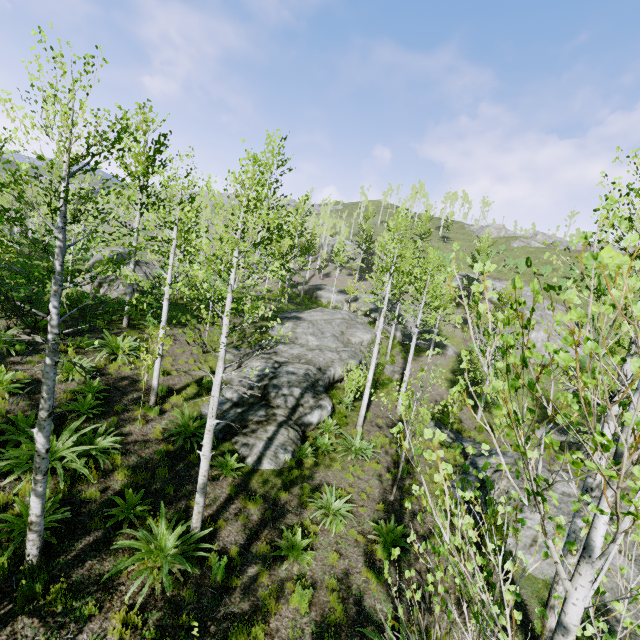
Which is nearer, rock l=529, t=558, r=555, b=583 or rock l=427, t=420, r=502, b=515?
rock l=529, t=558, r=555, b=583

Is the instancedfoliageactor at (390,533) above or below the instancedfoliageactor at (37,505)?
below

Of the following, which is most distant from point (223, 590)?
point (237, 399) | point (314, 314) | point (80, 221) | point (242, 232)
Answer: point (242, 232)

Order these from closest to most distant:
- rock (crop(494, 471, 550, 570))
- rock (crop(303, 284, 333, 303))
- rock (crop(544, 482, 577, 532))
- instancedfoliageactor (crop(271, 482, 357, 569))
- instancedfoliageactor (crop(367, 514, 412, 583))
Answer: instancedfoliageactor (crop(367, 514, 412, 583))
instancedfoliageactor (crop(271, 482, 357, 569))
rock (crop(494, 471, 550, 570))
rock (crop(544, 482, 577, 532))
rock (crop(303, 284, 333, 303))

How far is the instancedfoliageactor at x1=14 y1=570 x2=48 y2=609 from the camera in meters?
5.1 m

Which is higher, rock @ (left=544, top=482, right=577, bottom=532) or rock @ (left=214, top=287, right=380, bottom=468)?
rock @ (left=214, top=287, right=380, bottom=468)

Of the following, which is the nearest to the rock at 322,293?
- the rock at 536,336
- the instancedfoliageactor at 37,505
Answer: the instancedfoliageactor at 37,505

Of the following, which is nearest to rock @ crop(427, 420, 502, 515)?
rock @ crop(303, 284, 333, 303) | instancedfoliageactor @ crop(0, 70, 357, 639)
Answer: instancedfoliageactor @ crop(0, 70, 357, 639)
